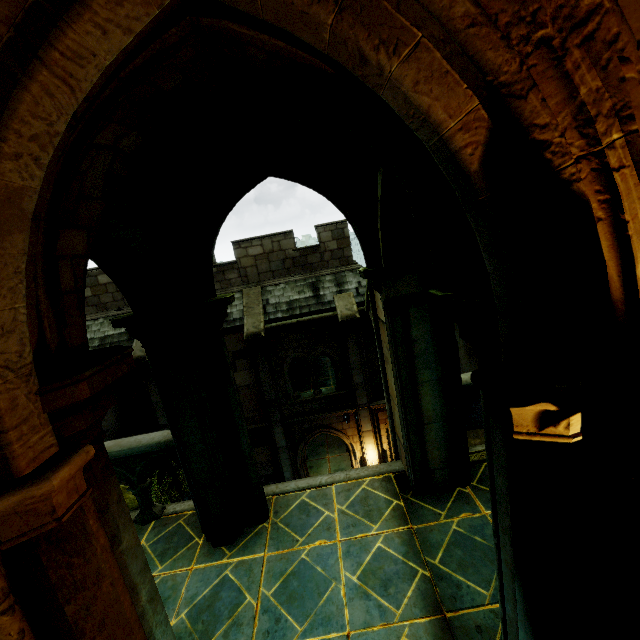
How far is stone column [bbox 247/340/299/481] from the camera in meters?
13.2

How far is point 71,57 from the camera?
0.96m

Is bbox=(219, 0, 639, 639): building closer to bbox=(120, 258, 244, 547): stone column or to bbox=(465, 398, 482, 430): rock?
bbox=(120, 258, 244, 547): stone column

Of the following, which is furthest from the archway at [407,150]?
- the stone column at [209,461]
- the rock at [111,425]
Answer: the rock at [111,425]

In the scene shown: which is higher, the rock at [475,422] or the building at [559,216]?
the building at [559,216]

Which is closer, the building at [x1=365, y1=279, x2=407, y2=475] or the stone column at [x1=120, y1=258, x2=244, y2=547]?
the stone column at [x1=120, y1=258, x2=244, y2=547]

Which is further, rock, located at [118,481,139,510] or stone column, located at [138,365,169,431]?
stone column, located at [138,365,169,431]

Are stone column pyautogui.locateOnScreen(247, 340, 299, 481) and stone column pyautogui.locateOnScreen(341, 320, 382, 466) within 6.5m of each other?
yes
